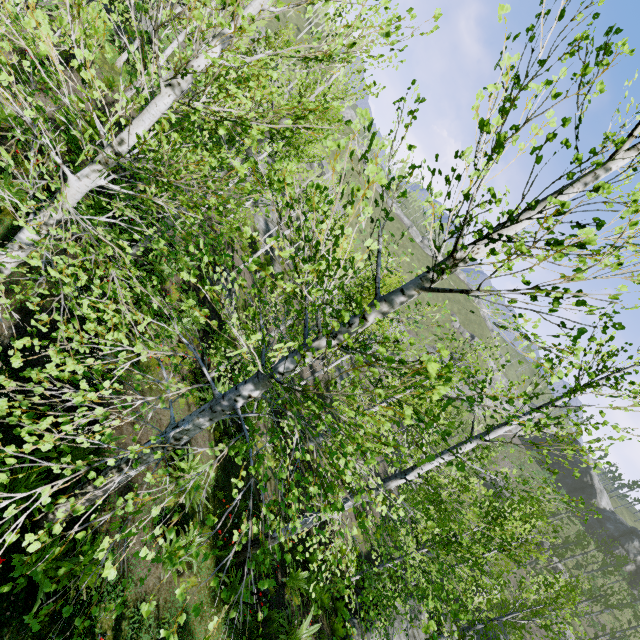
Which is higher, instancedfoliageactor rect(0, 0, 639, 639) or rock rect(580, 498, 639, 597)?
rock rect(580, 498, 639, 597)

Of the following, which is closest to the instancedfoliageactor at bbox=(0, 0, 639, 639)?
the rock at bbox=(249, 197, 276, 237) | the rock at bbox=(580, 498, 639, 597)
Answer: the rock at bbox=(249, 197, 276, 237)

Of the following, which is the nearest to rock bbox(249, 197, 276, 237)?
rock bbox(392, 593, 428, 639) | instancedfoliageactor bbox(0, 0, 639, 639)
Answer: instancedfoliageactor bbox(0, 0, 639, 639)

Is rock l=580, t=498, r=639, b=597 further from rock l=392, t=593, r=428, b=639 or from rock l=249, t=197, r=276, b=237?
rock l=249, t=197, r=276, b=237

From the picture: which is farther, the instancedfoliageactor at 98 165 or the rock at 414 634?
the rock at 414 634

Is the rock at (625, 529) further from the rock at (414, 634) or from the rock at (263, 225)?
the rock at (263, 225)

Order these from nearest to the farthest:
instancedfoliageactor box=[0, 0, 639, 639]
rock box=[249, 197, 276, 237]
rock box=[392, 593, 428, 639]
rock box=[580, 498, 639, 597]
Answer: instancedfoliageactor box=[0, 0, 639, 639] → rock box=[392, 593, 428, 639] → rock box=[249, 197, 276, 237] → rock box=[580, 498, 639, 597]

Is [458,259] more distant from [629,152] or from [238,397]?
[238,397]
